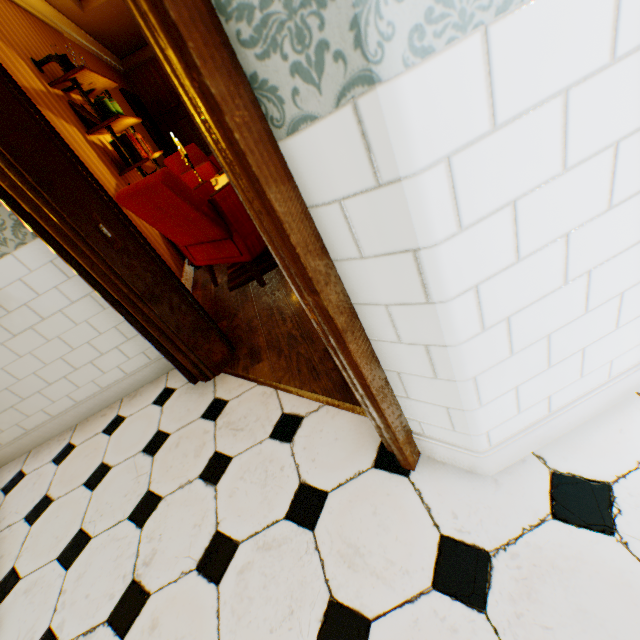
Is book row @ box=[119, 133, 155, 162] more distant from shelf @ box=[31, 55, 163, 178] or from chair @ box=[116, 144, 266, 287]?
chair @ box=[116, 144, 266, 287]

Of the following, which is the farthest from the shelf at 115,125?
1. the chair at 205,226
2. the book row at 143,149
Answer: the chair at 205,226

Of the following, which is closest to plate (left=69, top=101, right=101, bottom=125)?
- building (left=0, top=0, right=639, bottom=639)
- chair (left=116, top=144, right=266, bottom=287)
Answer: building (left=0, top=0, right=639, bottom=639)

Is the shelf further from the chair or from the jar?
the chair

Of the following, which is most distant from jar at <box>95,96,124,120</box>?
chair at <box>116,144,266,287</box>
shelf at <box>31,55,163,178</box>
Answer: chair at <box>116,144,266,287</box>

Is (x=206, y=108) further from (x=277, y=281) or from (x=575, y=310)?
(x=277, y=281)

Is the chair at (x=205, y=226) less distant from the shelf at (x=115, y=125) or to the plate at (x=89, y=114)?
the shelf at (x=115, y=125)

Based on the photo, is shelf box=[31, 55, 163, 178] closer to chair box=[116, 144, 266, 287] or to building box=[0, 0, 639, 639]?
building box=[0, 0, 639, 639]
